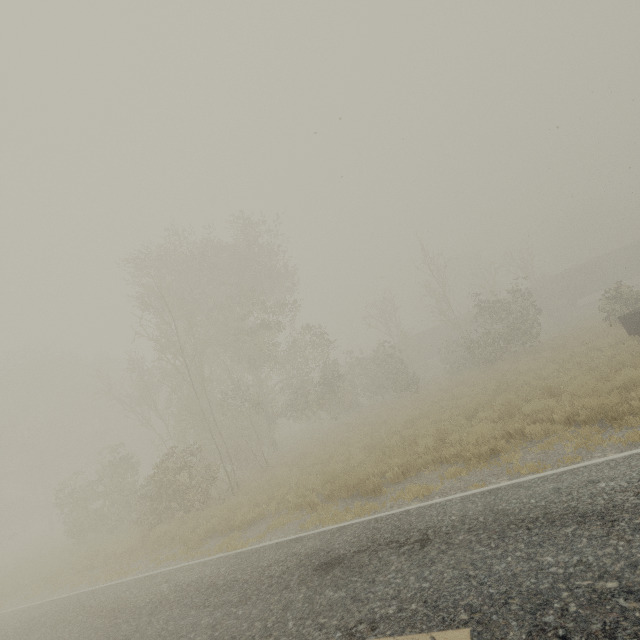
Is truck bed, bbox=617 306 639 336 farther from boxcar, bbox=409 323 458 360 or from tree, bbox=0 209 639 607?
boxcar, bbox=409 323 458 360

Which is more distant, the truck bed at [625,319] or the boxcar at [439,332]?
the boxcar at [439,332]

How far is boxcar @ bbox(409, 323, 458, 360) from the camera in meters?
42.6 m

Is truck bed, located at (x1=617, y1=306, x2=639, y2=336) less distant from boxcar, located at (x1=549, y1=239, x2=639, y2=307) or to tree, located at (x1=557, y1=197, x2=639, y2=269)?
boxcar, located at (x1=549, y1=239, x2=639, y2=307)

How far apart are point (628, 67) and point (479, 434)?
18.8 meters

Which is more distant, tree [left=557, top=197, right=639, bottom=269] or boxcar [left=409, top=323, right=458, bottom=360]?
tree [left=557, top=197, right=639, bottom=269]

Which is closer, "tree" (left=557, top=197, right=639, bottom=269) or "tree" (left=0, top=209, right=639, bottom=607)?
"tree" (left=0, top=209, right=639, bottom=607)

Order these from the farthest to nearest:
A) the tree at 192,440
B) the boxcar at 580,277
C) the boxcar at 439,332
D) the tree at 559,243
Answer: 1. the tree at 559,243
2. the boxcar at 439,332
3. the boxcar at 580,277
4. the tree at 192,440
